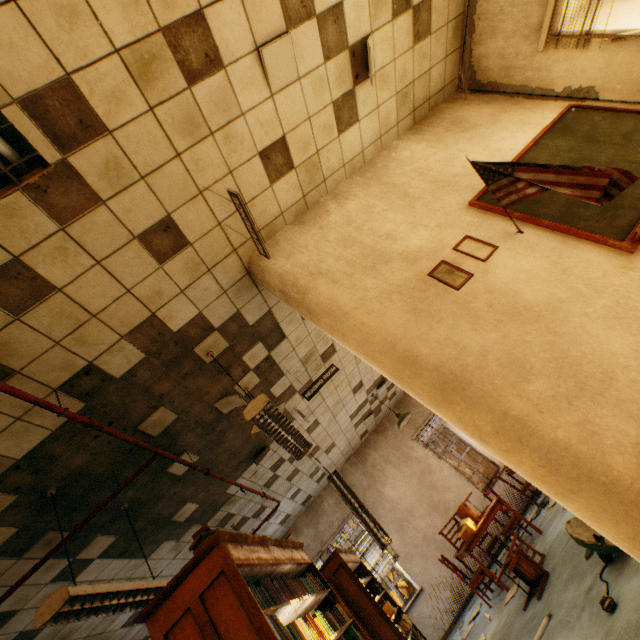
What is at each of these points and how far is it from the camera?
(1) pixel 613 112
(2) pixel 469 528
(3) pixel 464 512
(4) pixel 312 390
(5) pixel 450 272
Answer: (1) blackboard, 3.4 meters
(2) cardboard box, 5.7 meters
(3) chair, 6.2 meters
(4) sign, 4.6 meters
(5) picture frame, 2.7 meters

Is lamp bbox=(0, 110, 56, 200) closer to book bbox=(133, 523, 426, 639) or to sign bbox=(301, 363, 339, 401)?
book bbox=(133, 523, 426, 639)

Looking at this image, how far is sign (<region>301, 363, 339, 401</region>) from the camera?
4.6m

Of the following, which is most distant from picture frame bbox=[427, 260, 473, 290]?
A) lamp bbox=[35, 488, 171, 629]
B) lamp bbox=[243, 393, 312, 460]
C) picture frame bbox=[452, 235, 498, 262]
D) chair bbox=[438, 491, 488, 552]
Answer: chair bbox=[438, 491, 488, 552]

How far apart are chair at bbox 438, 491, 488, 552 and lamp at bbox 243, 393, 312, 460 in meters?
4.0

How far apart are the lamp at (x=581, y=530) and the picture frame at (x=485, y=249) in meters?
2.7 m

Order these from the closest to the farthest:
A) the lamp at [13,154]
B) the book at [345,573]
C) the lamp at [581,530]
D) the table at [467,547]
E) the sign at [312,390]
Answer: the lamp at [13,154] → the book at [345,573] → the lamp at [581,530] → the sign at [312,390] → the table at [467,547]

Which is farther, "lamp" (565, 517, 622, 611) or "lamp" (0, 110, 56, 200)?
"lamp" (565, 517, 622, 611)
